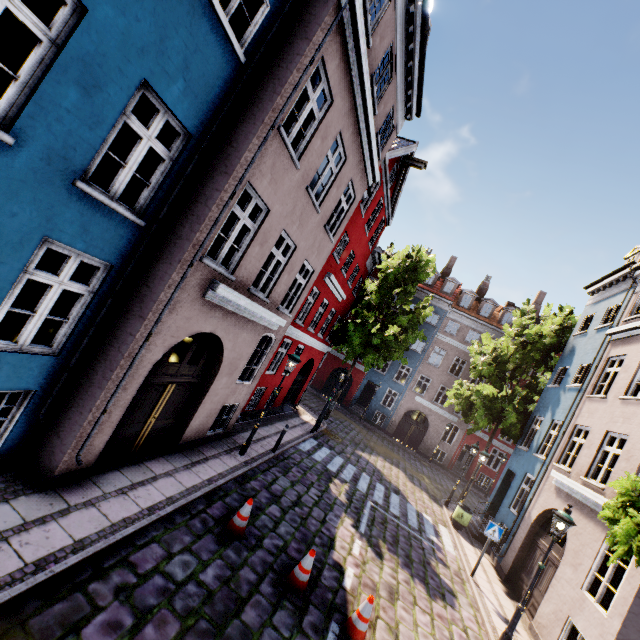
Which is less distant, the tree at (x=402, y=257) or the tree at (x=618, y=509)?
the tree at (x=618, y=509)

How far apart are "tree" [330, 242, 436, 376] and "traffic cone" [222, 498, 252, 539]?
14.26m

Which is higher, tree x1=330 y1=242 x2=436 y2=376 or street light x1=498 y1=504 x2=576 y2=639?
tree x1=330 y1=242 x2=436 y2=376

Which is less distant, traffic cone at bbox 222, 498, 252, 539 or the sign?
traffic cone at bbox 222, 498, 252, 539

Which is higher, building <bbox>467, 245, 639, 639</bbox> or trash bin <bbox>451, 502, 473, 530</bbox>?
building <bbox>467, 245, 639, 639</bbox>

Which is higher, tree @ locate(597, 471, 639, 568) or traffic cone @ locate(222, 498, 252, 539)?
tree @ locate(597, 471, 639, 568)

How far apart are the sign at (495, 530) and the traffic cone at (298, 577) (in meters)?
7.41

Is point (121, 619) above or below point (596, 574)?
below
